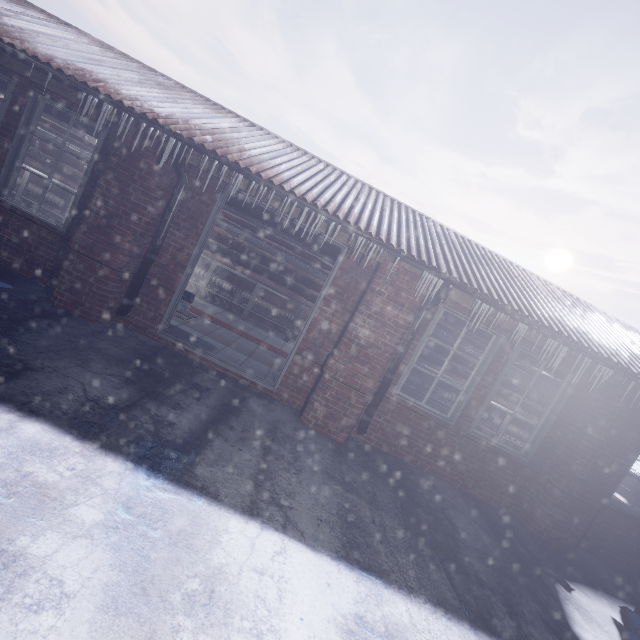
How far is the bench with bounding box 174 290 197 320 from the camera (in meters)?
4.06

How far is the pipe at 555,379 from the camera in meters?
4.8 m

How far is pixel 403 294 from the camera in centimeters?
360cm

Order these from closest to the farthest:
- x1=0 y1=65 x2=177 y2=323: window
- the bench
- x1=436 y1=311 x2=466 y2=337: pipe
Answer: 1. x1=0 y1=65 x2=177 y2=323: window
2. the bench
3. x1=436 y1=311 x2=466 y2=337: pipe

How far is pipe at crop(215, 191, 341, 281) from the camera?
4.5 meters

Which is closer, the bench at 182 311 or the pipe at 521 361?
the bench at 182 311

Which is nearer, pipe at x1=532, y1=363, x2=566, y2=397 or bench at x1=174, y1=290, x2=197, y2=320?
bench at x1=174, y1=290, x2=197, y2=320
